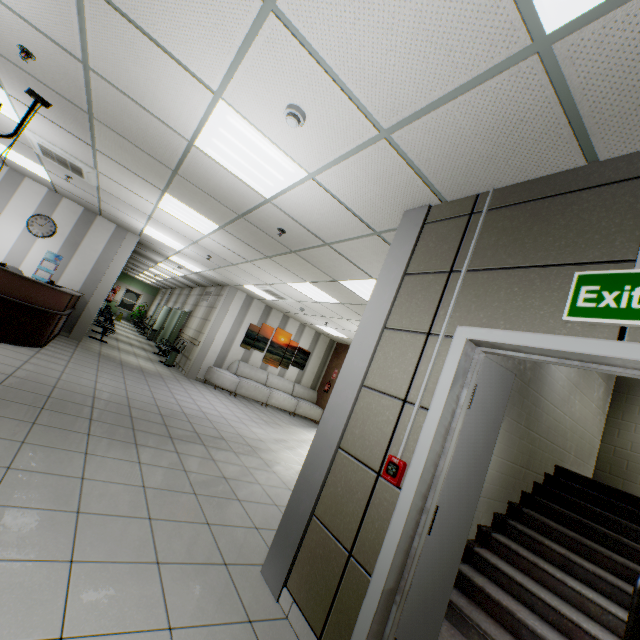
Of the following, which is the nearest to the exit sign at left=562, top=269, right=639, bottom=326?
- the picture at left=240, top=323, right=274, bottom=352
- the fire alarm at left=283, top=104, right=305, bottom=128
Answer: the fire alarm at left=283, top=104, right=305, bottom=128

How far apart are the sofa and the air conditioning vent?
5.96m

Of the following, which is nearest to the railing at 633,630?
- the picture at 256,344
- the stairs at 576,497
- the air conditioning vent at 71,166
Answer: the stairs at 576,497

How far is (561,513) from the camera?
4.0 meters

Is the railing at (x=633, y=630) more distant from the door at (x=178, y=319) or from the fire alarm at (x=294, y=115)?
the door at (x=178, y=319)

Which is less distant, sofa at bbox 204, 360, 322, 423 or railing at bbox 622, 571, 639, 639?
railing at bbox 622, 571, 639, 639

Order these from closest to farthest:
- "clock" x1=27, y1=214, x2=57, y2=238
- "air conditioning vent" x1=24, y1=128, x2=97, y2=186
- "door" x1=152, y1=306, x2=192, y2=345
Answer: "air conditioning vent" x1=24, y1=128, x2=97, y2=186 → "clock" x1=27, y1=214, x2=57, y2=238 → "door" x1=152, y1=306, x2=192, y2=345

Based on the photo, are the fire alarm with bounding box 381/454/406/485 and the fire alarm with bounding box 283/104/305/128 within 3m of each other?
yes
